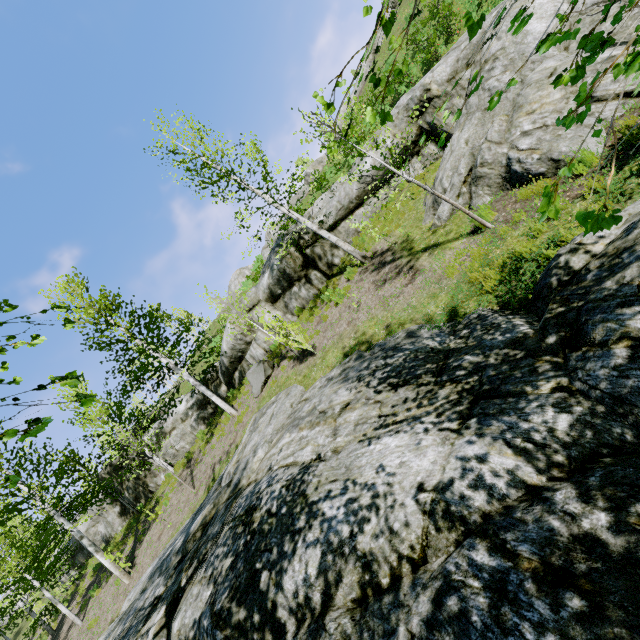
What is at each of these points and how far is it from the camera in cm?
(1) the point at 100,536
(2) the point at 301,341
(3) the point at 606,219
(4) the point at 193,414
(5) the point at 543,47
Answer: (1) rock, 2172
(2) instancedfoliageactor, 1003
(3) instancedfoliageactor, 84
(4) rock, 1906
(5) instancedfoliageactor, 102

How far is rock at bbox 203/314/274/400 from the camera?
13.22m

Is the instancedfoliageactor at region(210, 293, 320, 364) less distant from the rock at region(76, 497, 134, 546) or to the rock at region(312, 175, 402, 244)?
the rock at region(312, 175, 402, 244)

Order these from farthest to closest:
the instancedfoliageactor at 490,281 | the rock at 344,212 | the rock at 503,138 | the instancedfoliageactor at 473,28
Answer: the rock at 344,212 < the rock at 503,138 < the instancedfoliageactor at 490,281 < the instancedfoliageactor at 473,28

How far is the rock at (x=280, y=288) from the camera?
13.3m

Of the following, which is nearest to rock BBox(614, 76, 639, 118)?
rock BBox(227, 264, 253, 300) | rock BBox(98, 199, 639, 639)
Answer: rock BBox(98, 199, 639, 639)

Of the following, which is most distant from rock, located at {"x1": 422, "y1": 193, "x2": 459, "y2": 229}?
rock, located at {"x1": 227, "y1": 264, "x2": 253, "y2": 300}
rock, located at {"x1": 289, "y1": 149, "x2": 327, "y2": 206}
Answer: rock, located at {"x1": 227, "y1": 264, "x2": 253, "y2": 300}

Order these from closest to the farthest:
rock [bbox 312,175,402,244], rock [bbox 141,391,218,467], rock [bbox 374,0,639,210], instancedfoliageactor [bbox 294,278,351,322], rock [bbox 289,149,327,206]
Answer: rock [bbox 374,0,639,210] < instancedfoliageactor [bbox 294,278,351,322] < rock [bbox 312,175,402,244] < rock [bbox 141,391,218,467] < rock [bbox 289,149,327,206]
